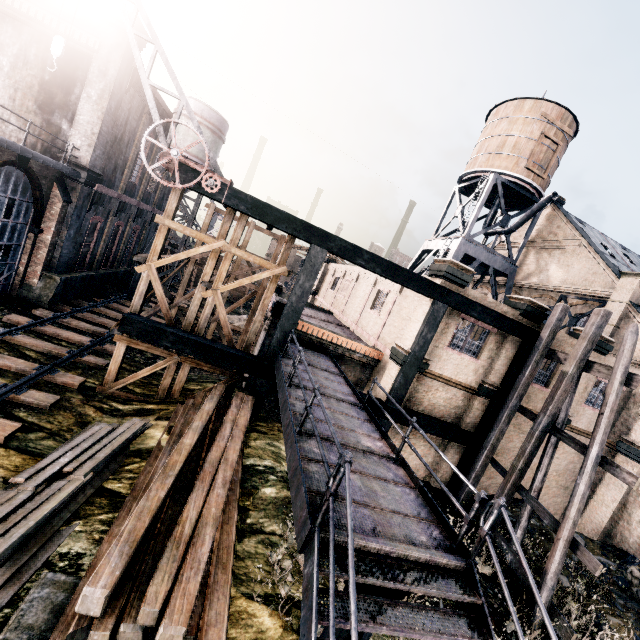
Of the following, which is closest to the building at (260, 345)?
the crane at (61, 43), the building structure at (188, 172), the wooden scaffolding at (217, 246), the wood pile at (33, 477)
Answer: the building structure at (188, 172)

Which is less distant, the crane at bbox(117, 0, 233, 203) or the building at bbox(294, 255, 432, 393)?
the crane at bbox(117, 0, 233, 203)

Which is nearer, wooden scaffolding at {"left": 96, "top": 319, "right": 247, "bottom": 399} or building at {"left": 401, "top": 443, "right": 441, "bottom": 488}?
wooden scaffolding at {"left": 96, "top": 319, "right": 247, "bottom": 399}

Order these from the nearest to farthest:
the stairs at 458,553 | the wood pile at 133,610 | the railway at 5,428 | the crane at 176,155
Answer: the stairs at 458,553, the wood pile at 133,610, the railway at 5,428, the crane at 176,155

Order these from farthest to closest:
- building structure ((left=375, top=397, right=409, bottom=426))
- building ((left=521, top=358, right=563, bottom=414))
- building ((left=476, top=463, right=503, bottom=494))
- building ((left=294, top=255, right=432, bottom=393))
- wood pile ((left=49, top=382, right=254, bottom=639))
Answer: building ((left=476, top=463, right=503, bottom=494)) < building ((left=521, top=358, right=563, bottom=414)) < building ((left=294, top=255, right=432, bottom=393)) < building structure ((left=375, top=397, right=409, bottom=426)) < wood pile ((left=49, top=382, right=254, bottom=639))

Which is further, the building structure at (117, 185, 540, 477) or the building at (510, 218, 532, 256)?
the building at (510, 218, 532, 256)

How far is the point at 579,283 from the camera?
23.59m

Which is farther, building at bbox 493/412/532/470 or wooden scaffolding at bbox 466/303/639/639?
building at bbox 493/412/532/470
